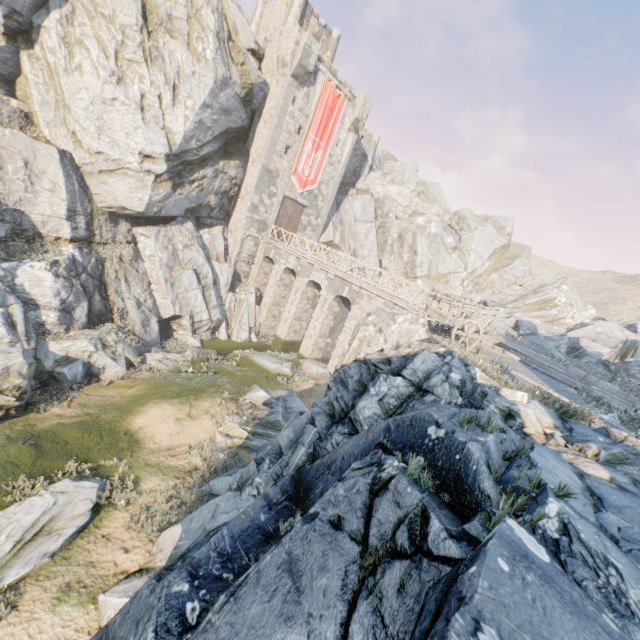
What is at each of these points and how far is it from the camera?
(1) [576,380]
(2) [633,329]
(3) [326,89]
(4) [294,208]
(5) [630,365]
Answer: (1) stone blocks, 16.1m
(2) rock, 37.9m
(3) flag, 26.1m
(4) castle gate, 29.6m
(5) rock, 27.6m

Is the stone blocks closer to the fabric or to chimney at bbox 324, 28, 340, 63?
the fabric

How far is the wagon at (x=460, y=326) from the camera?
11.31m

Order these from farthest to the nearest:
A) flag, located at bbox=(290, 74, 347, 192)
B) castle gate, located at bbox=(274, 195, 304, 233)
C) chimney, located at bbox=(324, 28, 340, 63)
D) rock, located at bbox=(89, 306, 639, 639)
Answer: chimney, located at bbox=(324, 28, 340, 63), castle gate, located at bbox=(274, 195, 304, 233), flag, located at bbox=(290, 74, 347, 192), rock, located at bbox=(89, 306, 639, 639)

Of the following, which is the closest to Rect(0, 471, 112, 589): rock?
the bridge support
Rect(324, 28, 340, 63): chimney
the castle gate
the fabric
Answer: the bridge support

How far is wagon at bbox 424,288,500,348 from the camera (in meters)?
11.31

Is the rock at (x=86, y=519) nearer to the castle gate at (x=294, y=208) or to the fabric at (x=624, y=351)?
the castle gate at (x=294, y=208)

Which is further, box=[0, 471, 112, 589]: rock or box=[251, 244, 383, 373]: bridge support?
box=[251, 244, 383, 373]: bridge support
